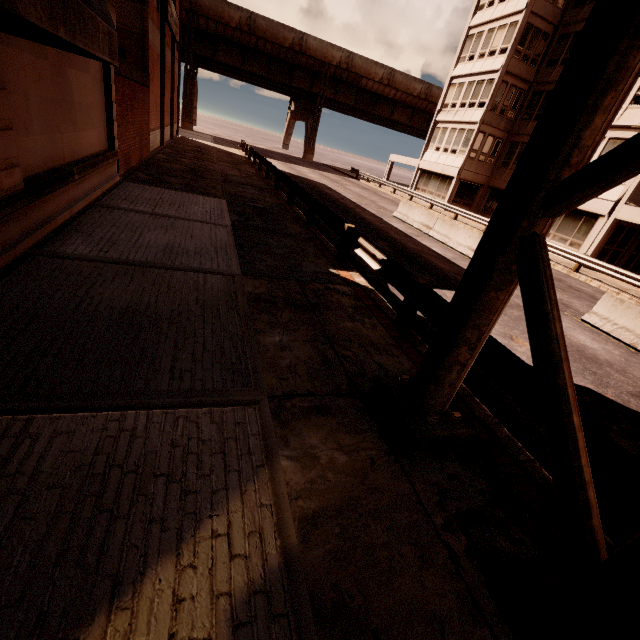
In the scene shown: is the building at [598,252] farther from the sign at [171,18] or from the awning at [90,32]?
the sign at [171,18]

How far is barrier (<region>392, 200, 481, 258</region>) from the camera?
14.54m

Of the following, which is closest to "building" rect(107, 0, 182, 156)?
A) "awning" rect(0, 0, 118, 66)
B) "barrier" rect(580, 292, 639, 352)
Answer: "awning" rect(0, 0, 118, 66)

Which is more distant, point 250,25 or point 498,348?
point 250,25

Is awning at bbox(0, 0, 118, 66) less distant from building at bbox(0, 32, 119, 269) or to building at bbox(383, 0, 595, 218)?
building at bbox(0, 32, 119, 269)

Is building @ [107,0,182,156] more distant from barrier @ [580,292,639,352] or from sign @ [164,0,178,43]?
barrier @ [580,292,639,352]

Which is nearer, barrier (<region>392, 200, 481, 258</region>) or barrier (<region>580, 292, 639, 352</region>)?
barrier (<region>580, 292, 639, 352</region>)

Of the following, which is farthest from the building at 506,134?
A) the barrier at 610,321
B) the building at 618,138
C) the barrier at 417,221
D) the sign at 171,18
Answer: the sign at 171,18
